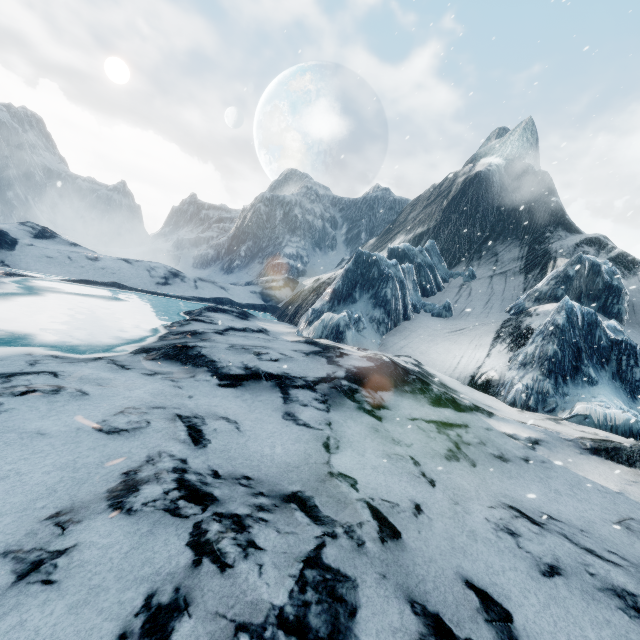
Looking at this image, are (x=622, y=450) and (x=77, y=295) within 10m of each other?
no
